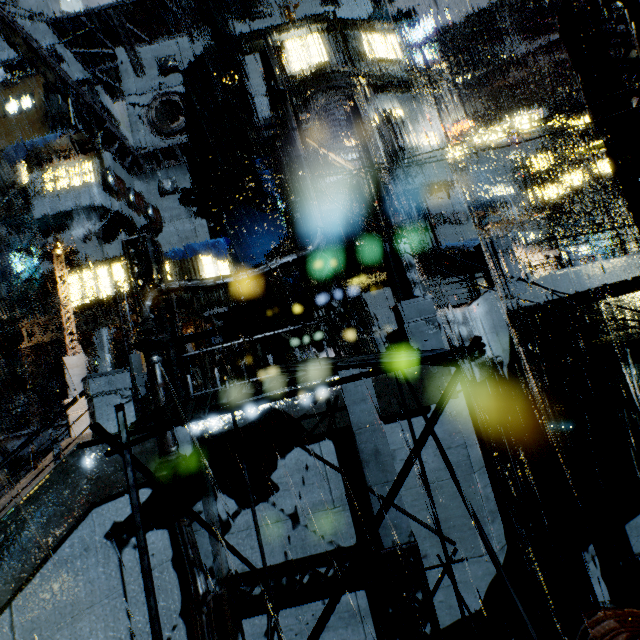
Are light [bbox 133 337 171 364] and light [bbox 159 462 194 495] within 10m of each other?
yes

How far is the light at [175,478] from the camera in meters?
7.1

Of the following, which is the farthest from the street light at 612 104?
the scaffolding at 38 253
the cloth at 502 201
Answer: the scaffolding at 38 253

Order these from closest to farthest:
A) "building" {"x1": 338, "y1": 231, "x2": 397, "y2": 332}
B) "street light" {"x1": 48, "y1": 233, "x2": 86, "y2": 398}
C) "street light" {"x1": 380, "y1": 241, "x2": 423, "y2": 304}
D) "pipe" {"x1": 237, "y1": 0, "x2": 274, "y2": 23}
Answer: "street light" {"x1": 380, "y1": 241, "x2": 423, "y2": 304}, "street light" {"x1": 48, "y1": 233, "x2": 86, "y2": 398}, "building" {"x1": 338, "y1": 231, "x2": 397, "y2": 332}, "pipe" {"x1": 237, "y1": 0, "x2": 274, "y2": 23}

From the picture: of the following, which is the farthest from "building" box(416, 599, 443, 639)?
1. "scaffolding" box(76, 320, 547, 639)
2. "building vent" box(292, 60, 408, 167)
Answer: "scaffolding" box(76, 320, 547, 639)

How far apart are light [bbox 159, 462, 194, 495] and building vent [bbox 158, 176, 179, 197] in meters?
32.2

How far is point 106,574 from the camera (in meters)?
6.93

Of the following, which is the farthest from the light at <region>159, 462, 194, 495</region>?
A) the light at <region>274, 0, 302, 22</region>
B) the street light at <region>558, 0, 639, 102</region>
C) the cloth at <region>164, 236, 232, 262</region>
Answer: the cloth at <region>164, 236, 232, 262</region>
